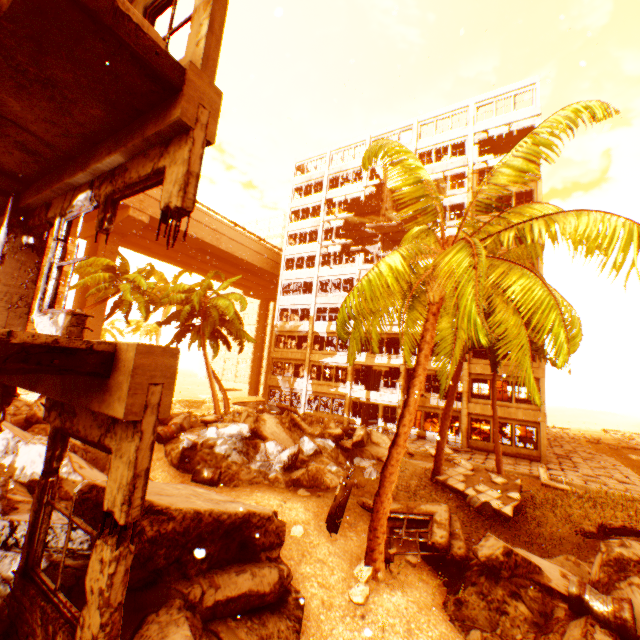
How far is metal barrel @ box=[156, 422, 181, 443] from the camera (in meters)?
13.05

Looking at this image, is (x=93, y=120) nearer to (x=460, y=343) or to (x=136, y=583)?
(x=136, y=583)

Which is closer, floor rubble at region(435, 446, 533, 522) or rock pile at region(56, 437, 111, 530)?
rock pile at region(56, 437, 111, 530)

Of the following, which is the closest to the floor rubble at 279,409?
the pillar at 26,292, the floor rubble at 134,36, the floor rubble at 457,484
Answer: the floor rubble at 457,484

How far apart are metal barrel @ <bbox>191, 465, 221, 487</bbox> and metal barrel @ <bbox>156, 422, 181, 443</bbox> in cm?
293

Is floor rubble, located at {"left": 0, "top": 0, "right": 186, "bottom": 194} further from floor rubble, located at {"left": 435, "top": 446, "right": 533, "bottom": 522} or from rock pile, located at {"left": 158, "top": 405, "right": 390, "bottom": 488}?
floor rubble, located at {"left": 435, "top": 446, "right": 533, "bottom": 522}

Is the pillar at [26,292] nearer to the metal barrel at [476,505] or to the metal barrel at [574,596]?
the metal barrel at [574,596]

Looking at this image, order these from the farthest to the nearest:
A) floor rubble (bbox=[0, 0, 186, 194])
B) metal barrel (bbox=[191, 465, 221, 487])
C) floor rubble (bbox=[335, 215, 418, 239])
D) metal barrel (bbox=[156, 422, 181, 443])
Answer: floor rubble (bbox=[335, 215, 418, 239])
metal barrel (bbox=[156, 422, 181, 443])
metal barrel (bbox=[191, 465, 221, 487])
floor rubble (bbox=[0, 0, 186, 194])
